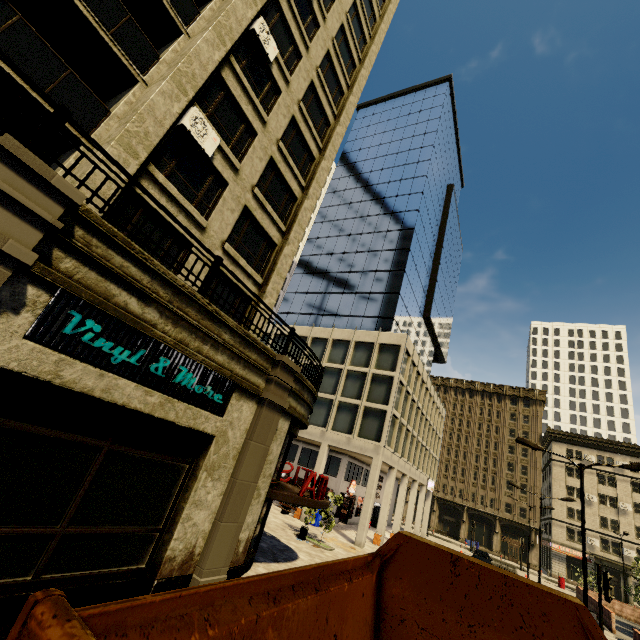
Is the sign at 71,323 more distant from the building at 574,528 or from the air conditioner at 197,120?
the air conditioner at 197,120

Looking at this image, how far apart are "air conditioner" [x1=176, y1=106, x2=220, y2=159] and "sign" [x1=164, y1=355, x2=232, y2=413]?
7.07m

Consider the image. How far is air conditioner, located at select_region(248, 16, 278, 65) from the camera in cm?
1271

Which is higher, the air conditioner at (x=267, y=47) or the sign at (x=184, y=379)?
the air conditioner at (x=267, y=47)

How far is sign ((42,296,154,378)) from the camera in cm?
571

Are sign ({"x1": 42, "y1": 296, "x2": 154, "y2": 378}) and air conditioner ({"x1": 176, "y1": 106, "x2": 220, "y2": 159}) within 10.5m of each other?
yes

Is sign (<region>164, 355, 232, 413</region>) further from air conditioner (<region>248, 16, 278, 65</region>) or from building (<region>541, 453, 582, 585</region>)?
air conditioner (<region>248, 16, 278, 65</region>)

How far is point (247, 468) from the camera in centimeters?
955cm
